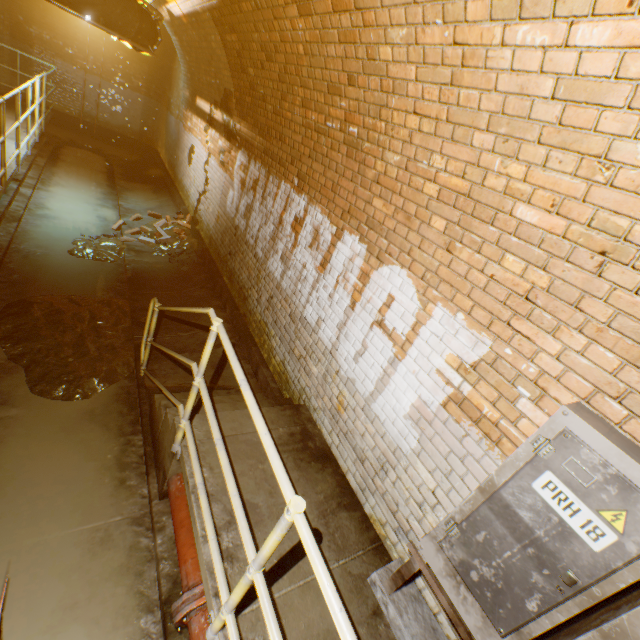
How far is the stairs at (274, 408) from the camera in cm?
328

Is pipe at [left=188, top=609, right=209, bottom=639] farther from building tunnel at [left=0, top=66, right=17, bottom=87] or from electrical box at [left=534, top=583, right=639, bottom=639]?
electrical box at [left=534, top=583, right=639, bottom=639]

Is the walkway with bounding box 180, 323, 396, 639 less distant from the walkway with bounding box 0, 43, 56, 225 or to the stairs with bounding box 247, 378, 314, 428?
the stairs with bounding box 247, 378, 314, 428

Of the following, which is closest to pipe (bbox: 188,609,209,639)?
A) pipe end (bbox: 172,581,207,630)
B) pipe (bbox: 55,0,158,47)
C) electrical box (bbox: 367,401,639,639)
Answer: pipe end (bbox: 172,581,207,630)

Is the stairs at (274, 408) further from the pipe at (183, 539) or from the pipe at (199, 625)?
the pipe at (199, 625)

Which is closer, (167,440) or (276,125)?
(167,440)

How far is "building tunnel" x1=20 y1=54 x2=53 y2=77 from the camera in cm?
1047

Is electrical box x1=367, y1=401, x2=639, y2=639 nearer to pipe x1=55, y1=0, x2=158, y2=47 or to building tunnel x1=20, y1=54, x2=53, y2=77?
building tunnel x1=20, y1=54, x2=53, y2=77
